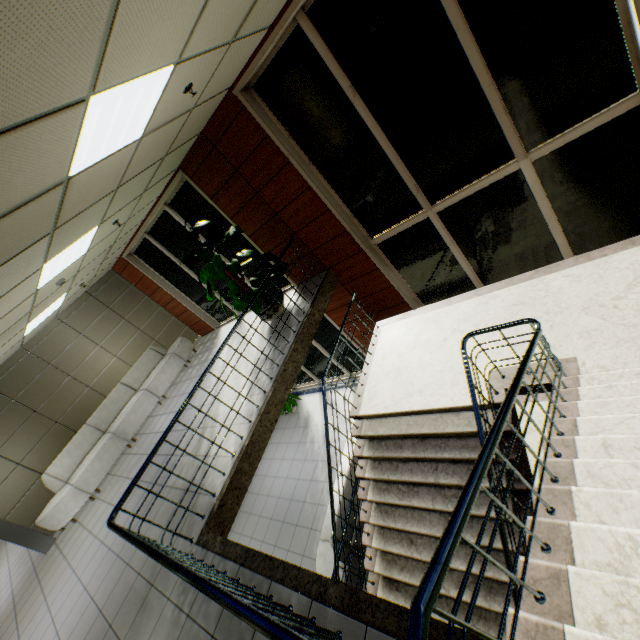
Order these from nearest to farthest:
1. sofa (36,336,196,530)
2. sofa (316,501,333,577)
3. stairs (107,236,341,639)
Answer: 1. stairs (107,236,341,639)
2. sofa (316,501,333,577)
3. sofa (36,336,196,530)

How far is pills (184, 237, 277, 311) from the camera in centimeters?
569cm

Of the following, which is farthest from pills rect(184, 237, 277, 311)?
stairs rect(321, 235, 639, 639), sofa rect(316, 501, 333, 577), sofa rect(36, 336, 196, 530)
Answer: sofa rect(36, 336, 196, 530)

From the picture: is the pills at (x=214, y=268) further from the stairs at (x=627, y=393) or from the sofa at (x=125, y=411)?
the sofa at (x=125, y=411)

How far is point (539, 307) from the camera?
4.7m

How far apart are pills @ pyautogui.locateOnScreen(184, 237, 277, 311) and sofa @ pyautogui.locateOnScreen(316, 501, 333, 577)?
2.9m

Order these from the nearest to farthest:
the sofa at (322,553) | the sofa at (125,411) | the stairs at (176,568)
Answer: the stairs at (176,568) → the sofa at (322,553) → the sofa at (125,411)

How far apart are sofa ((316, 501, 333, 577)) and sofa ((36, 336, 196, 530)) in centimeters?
503cm
